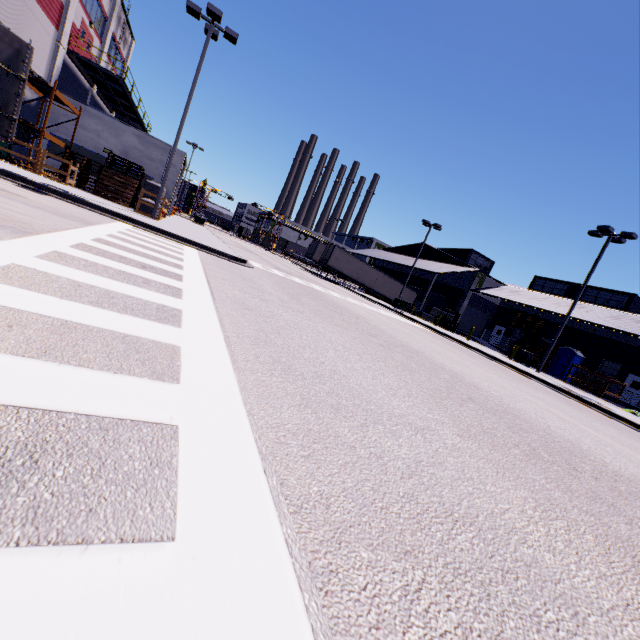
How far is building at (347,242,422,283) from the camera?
45.96m

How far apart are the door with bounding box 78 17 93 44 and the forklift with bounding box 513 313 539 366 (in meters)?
39.15

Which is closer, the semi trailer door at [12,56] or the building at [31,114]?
the semi trailer door at [12,56]

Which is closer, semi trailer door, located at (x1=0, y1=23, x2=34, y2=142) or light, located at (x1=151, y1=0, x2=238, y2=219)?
semi trailer door, located at (x1=0, y1=23, x2=34, y2=142)

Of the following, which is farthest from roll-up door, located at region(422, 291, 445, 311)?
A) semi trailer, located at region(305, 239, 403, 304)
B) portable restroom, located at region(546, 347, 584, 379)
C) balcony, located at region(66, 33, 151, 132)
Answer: balcony, located at region(66, 33, 151, 132)

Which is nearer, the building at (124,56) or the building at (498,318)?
the building at (124,56)

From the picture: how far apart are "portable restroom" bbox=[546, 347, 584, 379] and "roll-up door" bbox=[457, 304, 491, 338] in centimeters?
1179cm

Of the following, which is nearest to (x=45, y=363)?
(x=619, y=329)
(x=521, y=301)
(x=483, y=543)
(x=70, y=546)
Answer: (x=70, y=546)
